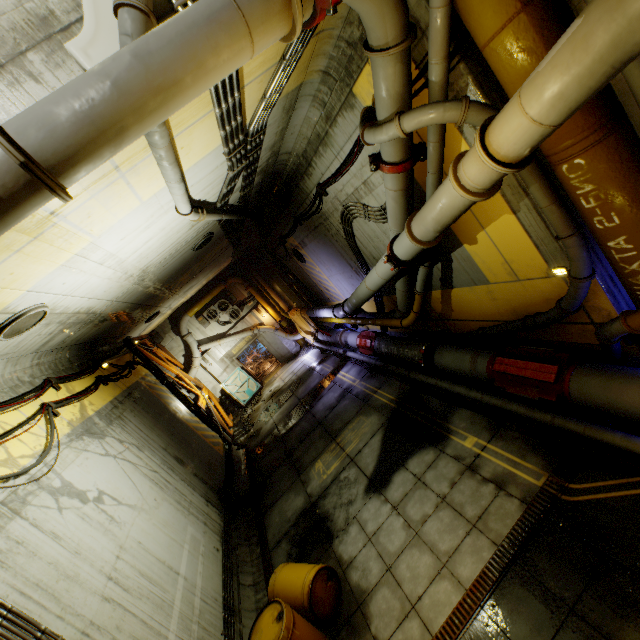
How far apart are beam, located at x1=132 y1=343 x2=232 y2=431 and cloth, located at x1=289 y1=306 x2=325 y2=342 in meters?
6.4 m

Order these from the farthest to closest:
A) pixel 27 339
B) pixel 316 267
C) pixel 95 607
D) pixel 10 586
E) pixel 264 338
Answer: pixel 264 338 → pixel 316 267 → pixel 27 339 → pixel 95 607 → pixel 10 586

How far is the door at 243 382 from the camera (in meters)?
19.64

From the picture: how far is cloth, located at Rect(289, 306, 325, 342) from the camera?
17.2m

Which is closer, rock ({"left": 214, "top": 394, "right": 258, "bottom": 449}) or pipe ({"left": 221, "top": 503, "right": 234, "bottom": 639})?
pipe ({"left": 221, "top": 503, "right": 234, "bottom": 639})

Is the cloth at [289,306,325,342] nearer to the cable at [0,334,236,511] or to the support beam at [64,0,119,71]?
the cable at [0,334,236,511]

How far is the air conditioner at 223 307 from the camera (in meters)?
19.64

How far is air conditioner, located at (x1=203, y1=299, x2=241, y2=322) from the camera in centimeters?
1964cm
